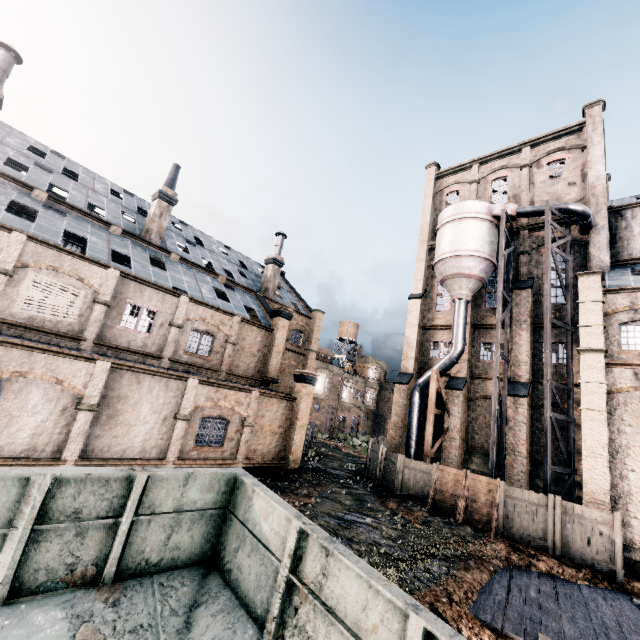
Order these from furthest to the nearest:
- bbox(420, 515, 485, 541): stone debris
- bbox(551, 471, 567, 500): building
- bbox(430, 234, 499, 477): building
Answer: bbox(430, 234, 499, 477): building < bbox(551, 471, 567, 500): building < bbox(420, 515, 485, 541): stone debris

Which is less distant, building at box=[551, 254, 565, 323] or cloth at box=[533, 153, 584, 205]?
building at box=[551, 254, 565, 323]

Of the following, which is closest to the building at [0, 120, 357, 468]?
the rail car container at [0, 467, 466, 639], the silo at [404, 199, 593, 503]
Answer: the silo at [404, 199, 593, 503]

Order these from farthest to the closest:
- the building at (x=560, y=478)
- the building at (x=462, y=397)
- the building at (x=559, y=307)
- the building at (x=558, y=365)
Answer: the building at (x=462, y=397) < the building at (x=559, y=307) < the building at (x=558, y=365) < the building at (x=560, y=478)

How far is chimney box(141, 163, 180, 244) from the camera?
26.0m

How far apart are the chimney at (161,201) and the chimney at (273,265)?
10.8m

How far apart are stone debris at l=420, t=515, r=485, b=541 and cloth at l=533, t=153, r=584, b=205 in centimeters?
2476cm

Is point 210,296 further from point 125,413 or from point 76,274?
point 125,413
